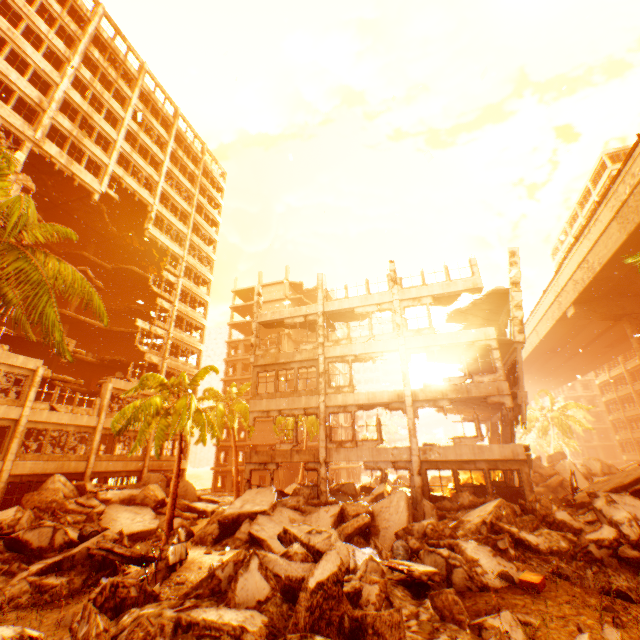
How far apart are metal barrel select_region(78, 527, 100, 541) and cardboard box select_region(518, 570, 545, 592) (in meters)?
15.52

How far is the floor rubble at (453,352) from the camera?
19.2 meters

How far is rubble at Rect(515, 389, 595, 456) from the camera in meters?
41.4

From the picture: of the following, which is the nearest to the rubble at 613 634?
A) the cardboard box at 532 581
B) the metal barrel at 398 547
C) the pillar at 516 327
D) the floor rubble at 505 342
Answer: the cardboard box at 532 581

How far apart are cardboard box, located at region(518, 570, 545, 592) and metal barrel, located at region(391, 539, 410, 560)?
1.9 meters

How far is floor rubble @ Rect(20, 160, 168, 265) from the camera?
25.7m

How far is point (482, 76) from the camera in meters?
19.3 m

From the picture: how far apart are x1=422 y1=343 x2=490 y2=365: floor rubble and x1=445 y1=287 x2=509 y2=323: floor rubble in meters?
2.5 m
